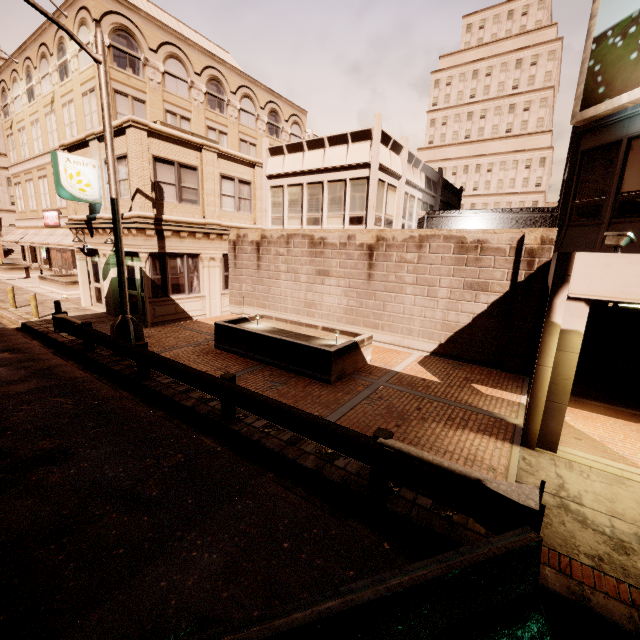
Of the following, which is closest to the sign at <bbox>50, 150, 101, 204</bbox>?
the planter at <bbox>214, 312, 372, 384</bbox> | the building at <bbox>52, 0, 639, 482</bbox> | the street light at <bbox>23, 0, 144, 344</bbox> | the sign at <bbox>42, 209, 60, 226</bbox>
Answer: the building at <bbox>52, 0, 639, 482</bbox>

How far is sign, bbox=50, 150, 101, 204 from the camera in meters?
13.2 m

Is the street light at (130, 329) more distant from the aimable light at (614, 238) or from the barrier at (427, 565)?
the aimable light at (614, 238)

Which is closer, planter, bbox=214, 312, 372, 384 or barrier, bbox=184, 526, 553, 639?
barrier, bbox=184, 526, 553, 639

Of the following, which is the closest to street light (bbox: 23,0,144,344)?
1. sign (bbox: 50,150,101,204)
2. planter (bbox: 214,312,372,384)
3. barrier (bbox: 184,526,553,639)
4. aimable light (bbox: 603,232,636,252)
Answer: planter (bbox: 214,312,372,384)

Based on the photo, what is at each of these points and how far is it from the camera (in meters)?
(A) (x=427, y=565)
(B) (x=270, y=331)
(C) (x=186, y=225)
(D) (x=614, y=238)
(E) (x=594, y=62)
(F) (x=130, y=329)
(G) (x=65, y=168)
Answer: (A) barrier, 2.94
(B) planter, 11.23
(C) building, 14.54
(D) aimable light, 5.58
(E) sign, 9.28
(F) street light, 10.35
(G) sign, 13.29

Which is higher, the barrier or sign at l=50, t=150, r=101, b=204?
sign at l=50, t=150, r=101, b=204

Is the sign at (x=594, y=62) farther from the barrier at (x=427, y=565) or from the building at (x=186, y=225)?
the barrier at (x=427, y=565)
